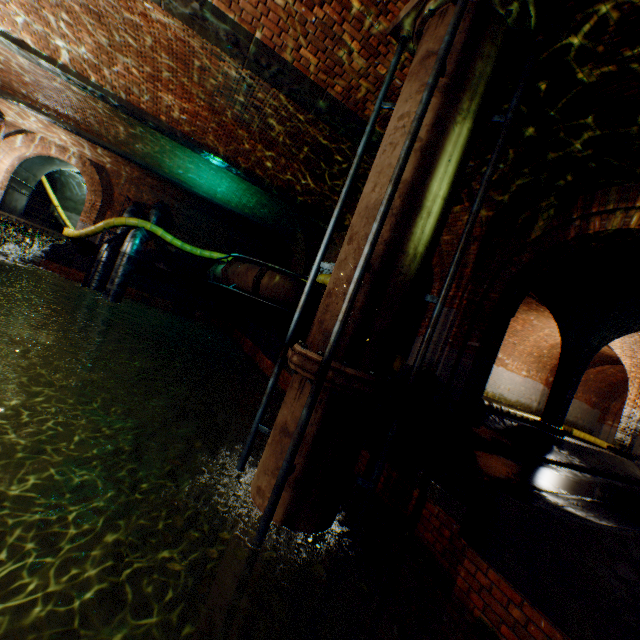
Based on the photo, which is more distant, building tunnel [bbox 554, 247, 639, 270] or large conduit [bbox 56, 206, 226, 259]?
large conduit [bbox 56, 206, 226, 259]

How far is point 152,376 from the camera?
16.0m

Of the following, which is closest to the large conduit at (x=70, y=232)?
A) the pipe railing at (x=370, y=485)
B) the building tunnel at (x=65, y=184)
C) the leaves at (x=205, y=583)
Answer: the building tunnel at (x=65, y=184)

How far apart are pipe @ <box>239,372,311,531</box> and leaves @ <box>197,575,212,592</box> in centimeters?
90cm

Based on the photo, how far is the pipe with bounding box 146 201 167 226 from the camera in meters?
16.3 m

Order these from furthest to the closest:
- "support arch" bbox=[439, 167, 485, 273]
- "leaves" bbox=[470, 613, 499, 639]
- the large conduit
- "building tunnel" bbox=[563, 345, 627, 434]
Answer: "building tunnel" bbox=[563, 345, 627, 434] < the large conduit < "support arch" bbox=[439, 167, 485, 273] < "leaves" bbox=[470, 613, 499, 639]

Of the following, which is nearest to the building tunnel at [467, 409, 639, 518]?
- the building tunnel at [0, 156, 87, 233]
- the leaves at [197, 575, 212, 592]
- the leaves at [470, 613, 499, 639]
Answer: the leaves at [470, 613, 499, 639]

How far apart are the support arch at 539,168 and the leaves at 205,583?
5.8m
